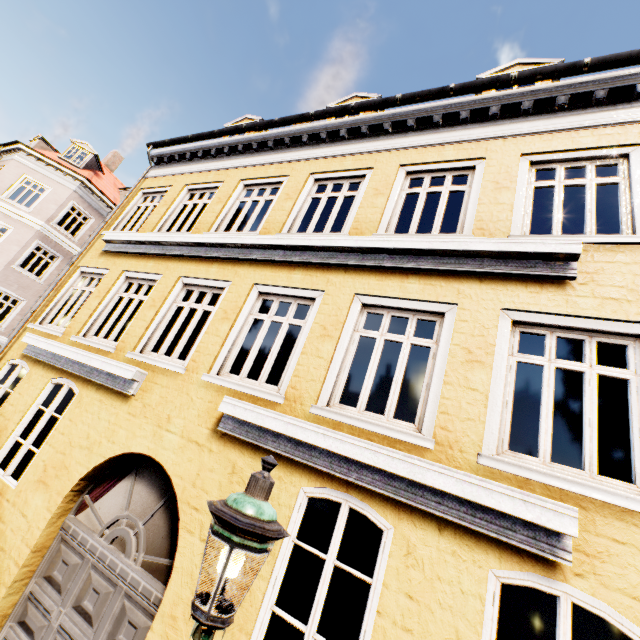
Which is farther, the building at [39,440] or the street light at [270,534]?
the building at [39,440]

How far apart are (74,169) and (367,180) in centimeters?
2114cm

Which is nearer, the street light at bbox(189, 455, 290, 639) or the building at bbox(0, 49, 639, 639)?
the street light at bbox(189, 455, 290, 639)
